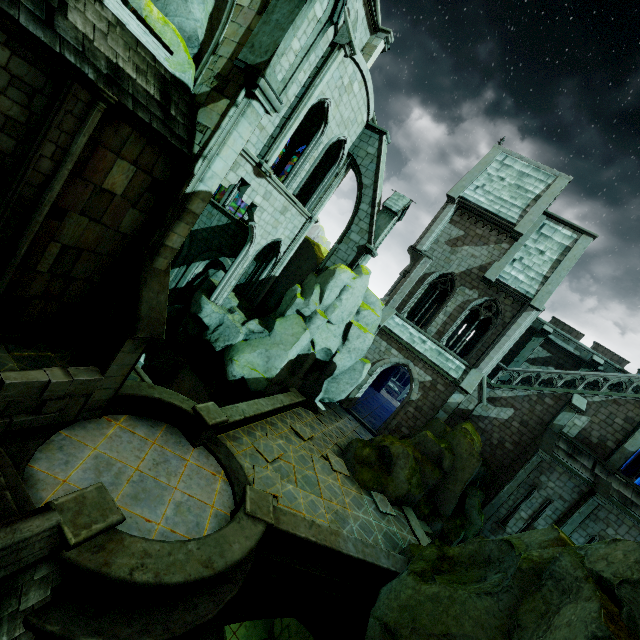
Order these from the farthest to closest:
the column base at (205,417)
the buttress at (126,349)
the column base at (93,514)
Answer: the column base at (205,417) → the buttress at (126,349) → the column base at (93,514)

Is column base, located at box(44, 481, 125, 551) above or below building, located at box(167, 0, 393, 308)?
below

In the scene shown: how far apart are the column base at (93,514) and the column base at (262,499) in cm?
287

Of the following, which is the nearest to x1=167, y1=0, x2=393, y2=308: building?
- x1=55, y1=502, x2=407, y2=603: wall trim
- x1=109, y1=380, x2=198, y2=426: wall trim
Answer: x1=109, y1=380, x2=198, y2=426: wall trim

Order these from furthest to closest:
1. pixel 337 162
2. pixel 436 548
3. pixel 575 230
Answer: pixel 575 230 < pixel 337 162 < pixel 436 548

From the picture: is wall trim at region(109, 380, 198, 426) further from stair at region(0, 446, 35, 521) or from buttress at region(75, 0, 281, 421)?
stair at region(0, 446, 35, 521)

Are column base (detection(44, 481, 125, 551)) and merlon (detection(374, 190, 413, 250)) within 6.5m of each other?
no

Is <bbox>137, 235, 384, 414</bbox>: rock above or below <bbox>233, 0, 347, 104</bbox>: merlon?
below
